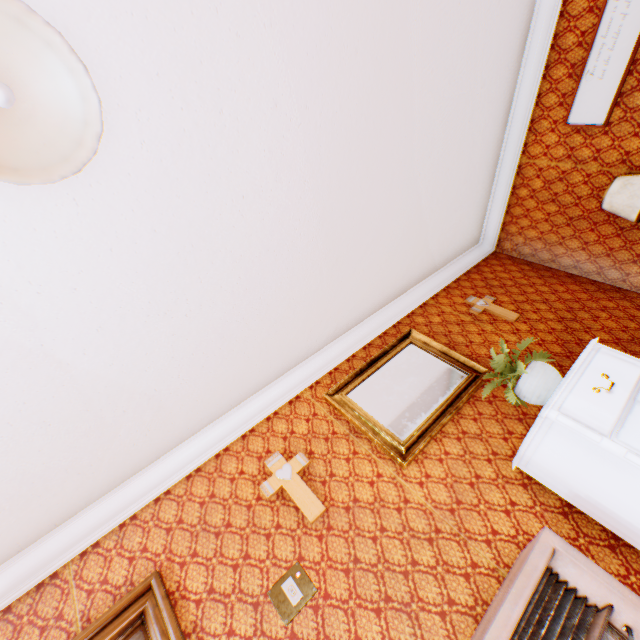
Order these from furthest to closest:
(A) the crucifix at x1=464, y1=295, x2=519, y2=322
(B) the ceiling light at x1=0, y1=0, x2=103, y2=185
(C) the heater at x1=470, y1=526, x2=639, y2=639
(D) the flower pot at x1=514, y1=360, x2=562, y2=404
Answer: (A) the crucifix at x1=464, y1=295, x2=519, y2=322 < (D) the flower pot at x1=514, y1=360, x2=562, y2=404 < (C) the heater at x1=470, y1=526, x2=639, y2=639 < (B) the ceiling light at x1=0, y1=0, x2=103, y2=185

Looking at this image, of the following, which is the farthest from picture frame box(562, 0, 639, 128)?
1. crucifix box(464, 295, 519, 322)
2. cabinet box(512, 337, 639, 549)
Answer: cabinet box(512, 337, 639, 549)

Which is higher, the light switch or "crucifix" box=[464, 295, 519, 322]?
"crucifix" box=[464, 295, 519, 322]

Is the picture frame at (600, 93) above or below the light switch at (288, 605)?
above

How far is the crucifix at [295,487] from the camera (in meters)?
2.38

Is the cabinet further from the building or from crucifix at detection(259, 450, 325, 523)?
crucifix at detection(259, 450, 325, 523)

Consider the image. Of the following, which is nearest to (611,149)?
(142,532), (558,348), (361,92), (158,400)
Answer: (558,348)

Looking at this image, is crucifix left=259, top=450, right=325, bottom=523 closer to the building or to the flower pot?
the building
